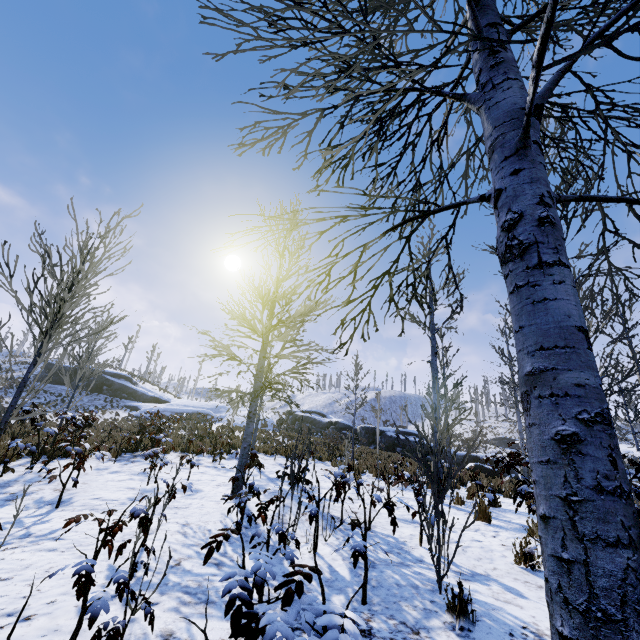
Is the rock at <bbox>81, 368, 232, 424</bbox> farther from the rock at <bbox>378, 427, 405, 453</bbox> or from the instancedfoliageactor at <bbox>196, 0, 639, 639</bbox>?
the instancedfoliageactor at <bbox>196, 0, 639, 639</bbox>

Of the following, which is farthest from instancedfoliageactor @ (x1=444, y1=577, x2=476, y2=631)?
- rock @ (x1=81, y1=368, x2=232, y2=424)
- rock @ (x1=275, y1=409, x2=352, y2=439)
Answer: rock @ (x1=81, y1=368, x2=232, y2=424)

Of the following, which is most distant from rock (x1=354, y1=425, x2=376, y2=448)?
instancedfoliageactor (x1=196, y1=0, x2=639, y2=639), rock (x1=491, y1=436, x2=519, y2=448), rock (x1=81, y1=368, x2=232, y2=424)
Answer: rock (x1=491, y1=436, x2=519, y2=448)

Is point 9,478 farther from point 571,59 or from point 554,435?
point 571,59

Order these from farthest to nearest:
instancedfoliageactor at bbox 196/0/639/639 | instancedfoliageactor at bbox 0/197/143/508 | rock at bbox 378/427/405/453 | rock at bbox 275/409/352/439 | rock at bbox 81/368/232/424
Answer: rock at bbox 81/368/232/424
rock at bbox 275/409/352/439
rock at bbox 378/427/405/453
instancedfoliageactor at bbox 0/197/143/508
instancedfoliageactor at bbox 196/0/639/639

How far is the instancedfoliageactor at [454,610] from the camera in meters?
2.6 m

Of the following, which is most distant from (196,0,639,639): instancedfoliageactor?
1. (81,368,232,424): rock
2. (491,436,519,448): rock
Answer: (491,436,519,448): rock

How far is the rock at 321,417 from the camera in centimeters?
3103cm
